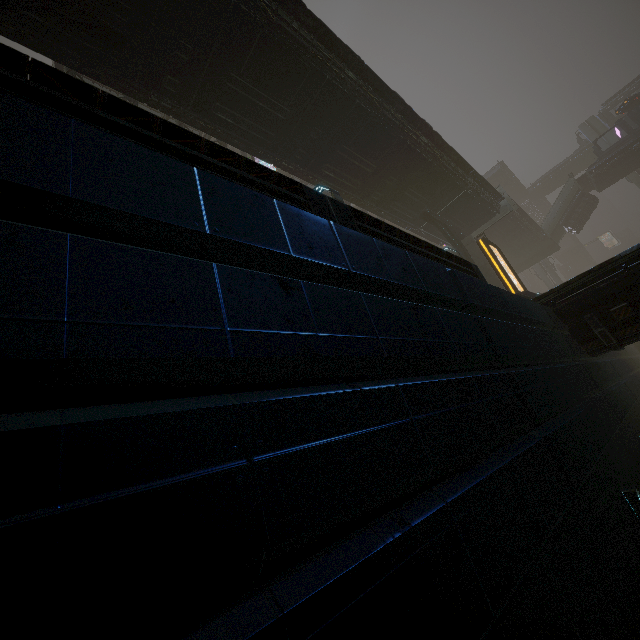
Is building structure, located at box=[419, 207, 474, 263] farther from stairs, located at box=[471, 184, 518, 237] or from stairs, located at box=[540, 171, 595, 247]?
stairs, located at box=[540, 171, 595, 247]

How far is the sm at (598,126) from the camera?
49.0m

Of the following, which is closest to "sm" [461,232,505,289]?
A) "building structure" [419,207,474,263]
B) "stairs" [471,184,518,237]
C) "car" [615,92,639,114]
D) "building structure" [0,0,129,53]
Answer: "building structure" [419,207,474,263]

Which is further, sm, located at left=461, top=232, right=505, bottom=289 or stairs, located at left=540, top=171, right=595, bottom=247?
stairs, located at left=540, top=171, right=595, bottom=247

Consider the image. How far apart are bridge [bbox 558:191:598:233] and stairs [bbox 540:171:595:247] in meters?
0.0

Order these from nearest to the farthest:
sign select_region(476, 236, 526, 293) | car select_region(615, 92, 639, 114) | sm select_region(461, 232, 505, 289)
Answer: sign select_region(476, 236, 526, 293) → sm select_region(461, 232, 505, 289) → car select_region(615, 92, 639, 114)

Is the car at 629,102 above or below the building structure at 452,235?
above

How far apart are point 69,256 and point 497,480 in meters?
3.7 m
